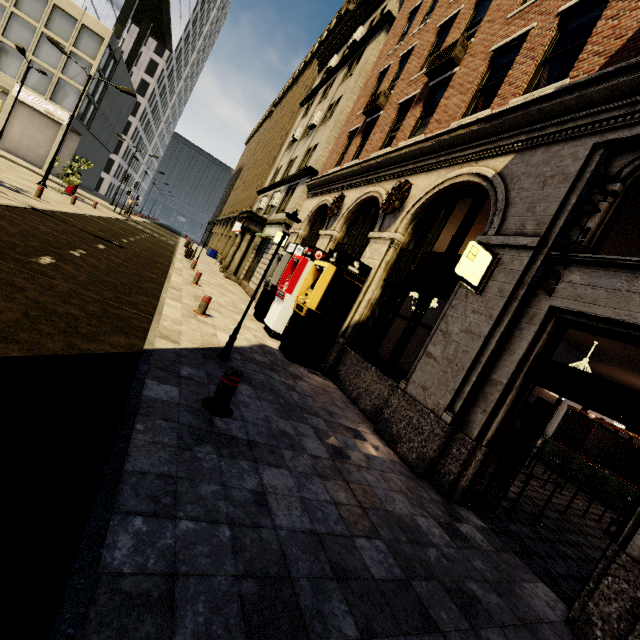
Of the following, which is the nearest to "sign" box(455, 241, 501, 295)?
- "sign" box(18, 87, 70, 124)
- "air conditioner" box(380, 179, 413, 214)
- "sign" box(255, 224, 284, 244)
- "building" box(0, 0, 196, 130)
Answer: "building" box(0, 0, 196, 130)

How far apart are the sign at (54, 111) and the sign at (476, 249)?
46.9m

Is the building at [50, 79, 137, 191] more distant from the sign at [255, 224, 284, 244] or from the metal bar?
the metal bar

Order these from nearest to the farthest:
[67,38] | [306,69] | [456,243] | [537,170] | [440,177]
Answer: [537,170], [456,243], [440,177], [67,38], [306,69]

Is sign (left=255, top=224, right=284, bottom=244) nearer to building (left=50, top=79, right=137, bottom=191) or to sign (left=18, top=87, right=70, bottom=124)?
building (left=50, top=79, right=137, bottom=191)

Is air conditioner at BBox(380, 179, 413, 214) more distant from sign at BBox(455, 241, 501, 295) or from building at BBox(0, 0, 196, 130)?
sign at BBox(455, 241, 501, 295)

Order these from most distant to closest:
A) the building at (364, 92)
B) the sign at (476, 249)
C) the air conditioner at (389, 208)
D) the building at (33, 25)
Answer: the building at (33, 25)
the air conditioner at (389, 208)
the sign at (476, 249)
the building at (364, 92)

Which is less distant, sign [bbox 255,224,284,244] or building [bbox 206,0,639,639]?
building [bbox 206,0,639,639]
